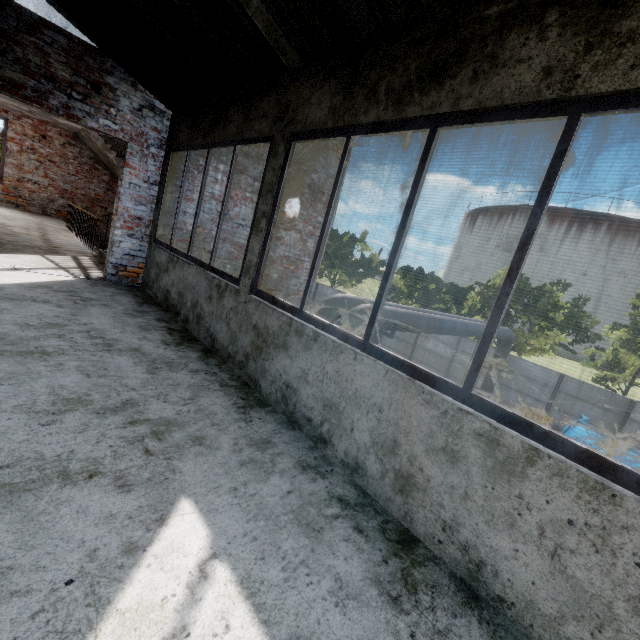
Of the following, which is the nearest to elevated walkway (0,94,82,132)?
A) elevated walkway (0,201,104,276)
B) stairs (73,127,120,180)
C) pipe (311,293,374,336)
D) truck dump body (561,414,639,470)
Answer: stairs (73,127,120,180)

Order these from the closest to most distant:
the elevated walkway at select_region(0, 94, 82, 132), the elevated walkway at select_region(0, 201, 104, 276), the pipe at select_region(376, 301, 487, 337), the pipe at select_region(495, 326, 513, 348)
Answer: the elevated walkway at select_region(0, 201, 104, 276) < the pipe at select_region(376, 301, 487, 337) < the elevated walkway at select_region(0, 94, 82, 132) < the pipe at select_region(495, 326, 513, 348)

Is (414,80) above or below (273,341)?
above

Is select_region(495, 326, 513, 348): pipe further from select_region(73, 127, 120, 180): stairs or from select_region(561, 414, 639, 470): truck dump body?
select_region(561, 414, 639, 470): truck dump body

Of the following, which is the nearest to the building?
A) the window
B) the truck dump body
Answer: the window

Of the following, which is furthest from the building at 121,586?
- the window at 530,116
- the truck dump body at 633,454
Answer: the truck dump body at 633,454

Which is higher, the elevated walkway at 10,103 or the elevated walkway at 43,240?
the elevated walkway at 10,103

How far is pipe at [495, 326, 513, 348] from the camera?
13.3 meters
